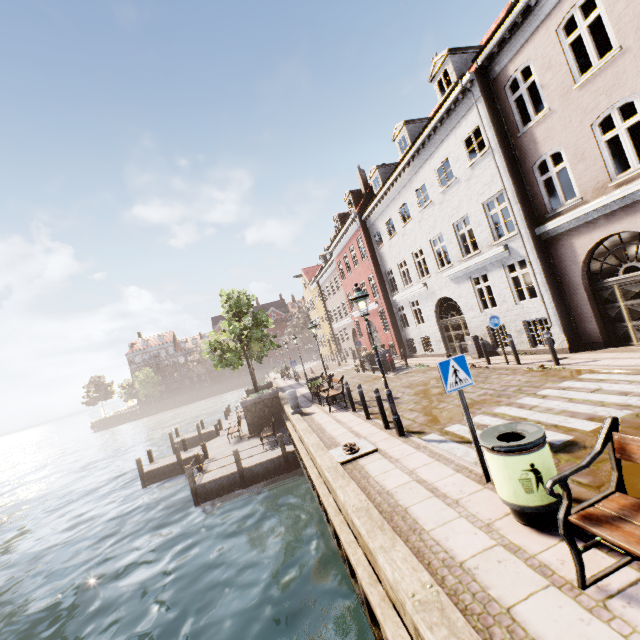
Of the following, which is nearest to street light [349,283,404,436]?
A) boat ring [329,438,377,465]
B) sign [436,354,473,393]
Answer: boat ring [329,438,377,465]

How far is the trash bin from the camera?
3.6 meters

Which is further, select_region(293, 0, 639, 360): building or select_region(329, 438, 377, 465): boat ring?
select_region(293, 0, 639, 360): building

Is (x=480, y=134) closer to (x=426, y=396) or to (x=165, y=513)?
(x=426, y=396)

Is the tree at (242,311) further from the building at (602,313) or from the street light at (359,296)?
the street light at (359,296)

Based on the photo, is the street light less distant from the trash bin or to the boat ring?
the boat ring

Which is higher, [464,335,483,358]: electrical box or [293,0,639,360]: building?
[293,0,639,360]: building

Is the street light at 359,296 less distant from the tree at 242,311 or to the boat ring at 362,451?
the boat ring at 362,451
